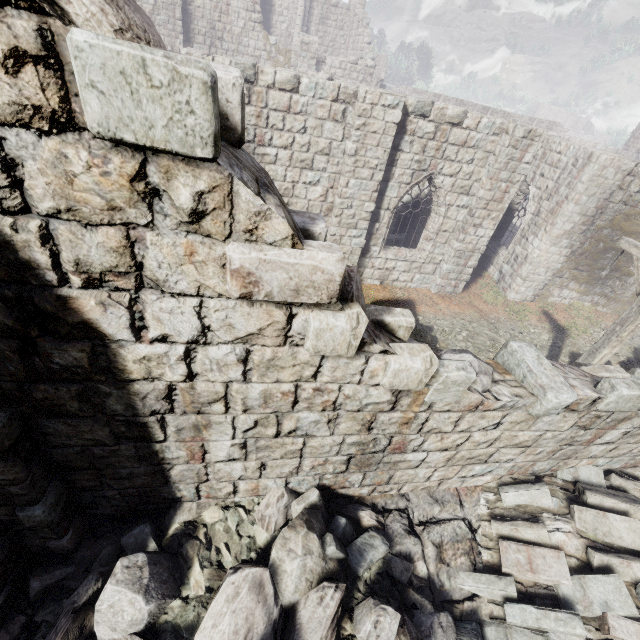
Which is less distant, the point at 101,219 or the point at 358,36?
the point at 101,219

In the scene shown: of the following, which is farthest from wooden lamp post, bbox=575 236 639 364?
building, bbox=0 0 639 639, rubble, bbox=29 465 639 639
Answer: rubble, bbox=29 465 639 639

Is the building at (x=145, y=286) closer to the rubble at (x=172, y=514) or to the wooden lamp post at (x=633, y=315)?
the rubble at (x=172, y=514)

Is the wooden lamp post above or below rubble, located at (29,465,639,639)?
above

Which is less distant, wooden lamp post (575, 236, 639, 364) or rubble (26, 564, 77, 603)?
rubble (26, 564, 77, 603)

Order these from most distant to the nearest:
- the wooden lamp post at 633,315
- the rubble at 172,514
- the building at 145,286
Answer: the wooden lamp post at 633,315 → the rubble at 172,514 → the building at 145,286

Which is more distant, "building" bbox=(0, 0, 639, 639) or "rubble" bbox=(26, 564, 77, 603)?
"rubble" bbox=(26, 564, 77, 603)

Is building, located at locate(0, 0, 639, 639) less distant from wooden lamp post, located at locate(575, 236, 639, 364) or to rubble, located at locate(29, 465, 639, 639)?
rubble, located at locate(29, 465, 639, 639)
